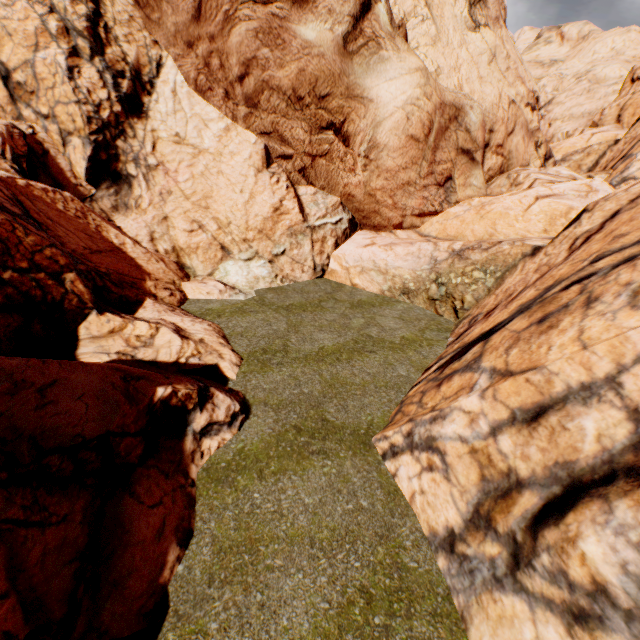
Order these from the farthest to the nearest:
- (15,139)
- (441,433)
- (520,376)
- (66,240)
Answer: (15,139)
(66,240)
(441,433)
(520,376)
